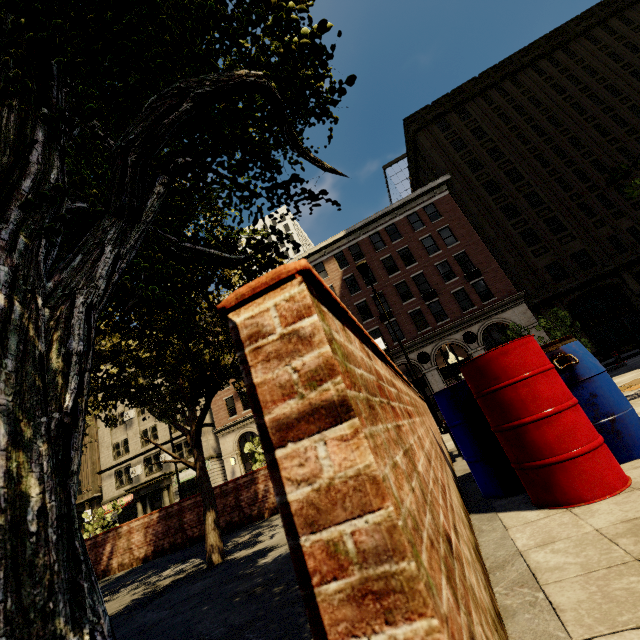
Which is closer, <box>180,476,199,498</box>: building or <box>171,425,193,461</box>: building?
<box>180,476,199,498</box>: building

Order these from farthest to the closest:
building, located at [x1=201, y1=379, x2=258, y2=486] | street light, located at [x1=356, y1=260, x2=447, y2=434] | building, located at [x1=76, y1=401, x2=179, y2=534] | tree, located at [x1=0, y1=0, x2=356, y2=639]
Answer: building, located at [x1=76, y1=401, x2=179, y2=534], building, located at [x1=201, y1=379, x2=258, y2=486], street light, located at [x1=356, y1=260, x2=447, y2=434], tree, located at [x1=0, y1=0, x2=356, y2=639]

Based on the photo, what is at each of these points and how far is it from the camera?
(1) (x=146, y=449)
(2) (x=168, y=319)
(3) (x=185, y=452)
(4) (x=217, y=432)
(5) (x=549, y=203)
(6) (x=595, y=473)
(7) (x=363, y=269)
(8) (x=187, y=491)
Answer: (1) building, 33.91m
(2) tree, 3.10m
(3) building, 32.38m
(4) building, 31.50m
(5) building, 27.36m
(6) barrel, 2.12m
(7) street light, 14.84m
(8) building, 31.23m

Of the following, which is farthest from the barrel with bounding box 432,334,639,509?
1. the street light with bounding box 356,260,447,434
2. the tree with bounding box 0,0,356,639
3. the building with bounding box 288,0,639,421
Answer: the building with bounding box 288,0,639,421

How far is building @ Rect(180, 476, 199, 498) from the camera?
31.0m

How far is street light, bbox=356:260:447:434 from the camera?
13.8m

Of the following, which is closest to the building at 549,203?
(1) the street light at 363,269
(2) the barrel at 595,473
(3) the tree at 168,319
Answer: (1) the street light at 363,269

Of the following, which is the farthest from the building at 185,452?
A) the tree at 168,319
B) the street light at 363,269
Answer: the tree at 168,319
